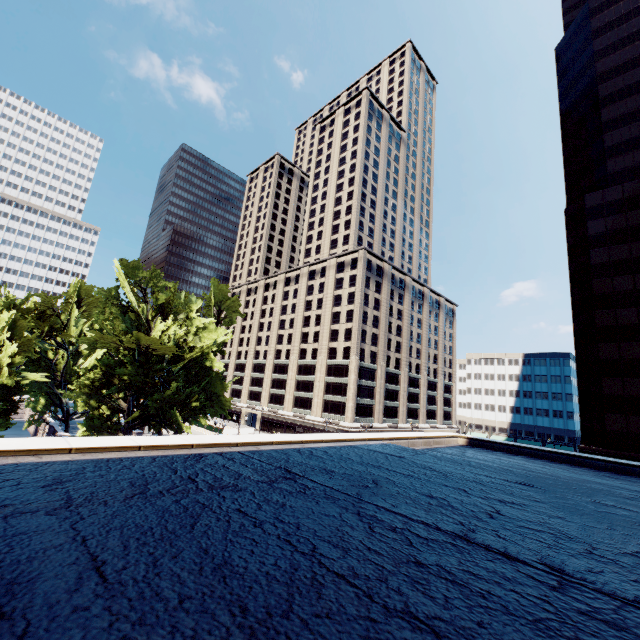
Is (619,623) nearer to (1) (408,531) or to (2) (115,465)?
(1) (408,531)

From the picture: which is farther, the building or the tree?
the tree

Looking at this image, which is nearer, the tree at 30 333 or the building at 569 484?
the building at 569 484
